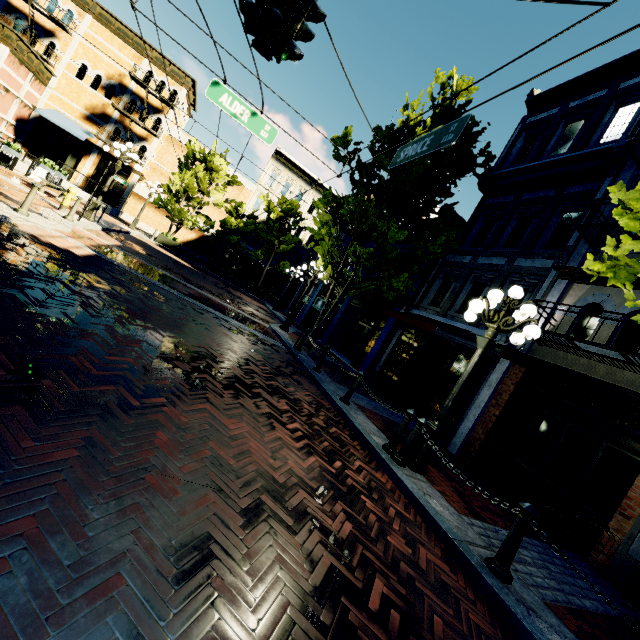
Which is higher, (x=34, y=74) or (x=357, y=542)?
(x=34, y=74)

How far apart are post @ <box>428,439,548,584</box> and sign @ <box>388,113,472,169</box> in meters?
4.6 m

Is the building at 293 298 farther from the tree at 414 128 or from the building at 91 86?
the building at 91 86

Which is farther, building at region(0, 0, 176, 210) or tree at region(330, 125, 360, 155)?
building at region(0, 0, 176, 210)

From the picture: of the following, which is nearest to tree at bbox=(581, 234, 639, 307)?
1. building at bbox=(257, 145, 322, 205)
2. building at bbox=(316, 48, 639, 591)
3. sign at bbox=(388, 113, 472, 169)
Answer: building at bbox=(316, 48, 639, 591)

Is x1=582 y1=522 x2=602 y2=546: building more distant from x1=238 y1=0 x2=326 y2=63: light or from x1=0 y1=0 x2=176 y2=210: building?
x1=0 y1=0 x2=176 y2=210: building

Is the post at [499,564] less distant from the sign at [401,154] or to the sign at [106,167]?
the sign at [401,154]

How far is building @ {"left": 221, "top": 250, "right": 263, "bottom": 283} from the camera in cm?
3278
